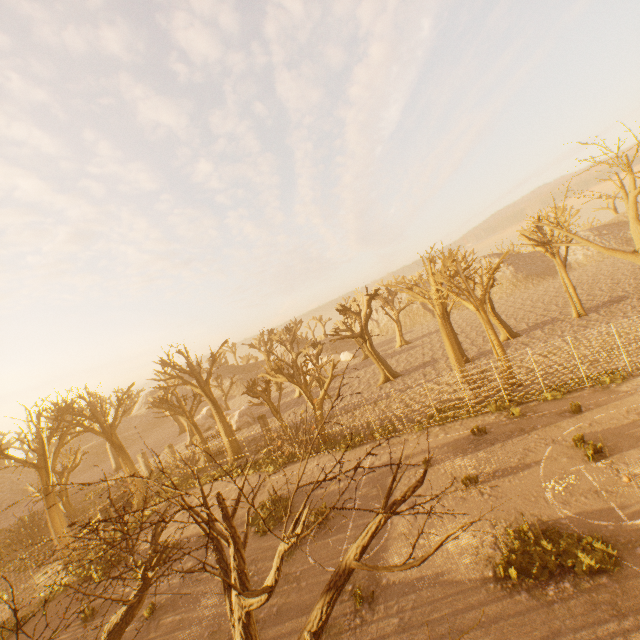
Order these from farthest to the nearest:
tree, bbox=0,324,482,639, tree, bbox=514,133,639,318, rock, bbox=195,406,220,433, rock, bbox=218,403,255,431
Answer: rock, bbox=195,406,220,433 → rock, bbox=218,403,255,431 → tree, bbox=514,133,639,318 → tree, bbox=0,324,482,639

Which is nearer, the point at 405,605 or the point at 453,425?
the point at 405,605

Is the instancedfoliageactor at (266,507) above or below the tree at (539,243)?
below

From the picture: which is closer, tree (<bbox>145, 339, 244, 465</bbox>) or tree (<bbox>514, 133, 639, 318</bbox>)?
tree (<bbox>514, 133, 639, 318</bbox>)

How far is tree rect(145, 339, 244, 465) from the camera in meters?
28.5 m

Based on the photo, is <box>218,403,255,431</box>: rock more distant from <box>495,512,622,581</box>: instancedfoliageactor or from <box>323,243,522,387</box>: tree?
<box>495,512,622,581</box>: instancedfoliageactor

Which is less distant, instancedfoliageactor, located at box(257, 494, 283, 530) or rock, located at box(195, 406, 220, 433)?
instancedfoliageactor, located at box(257, 494, 283, 530)

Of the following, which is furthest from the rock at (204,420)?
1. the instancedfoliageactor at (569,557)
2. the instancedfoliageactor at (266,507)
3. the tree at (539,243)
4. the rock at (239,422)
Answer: the instancedfoliageactor at (569,557)
